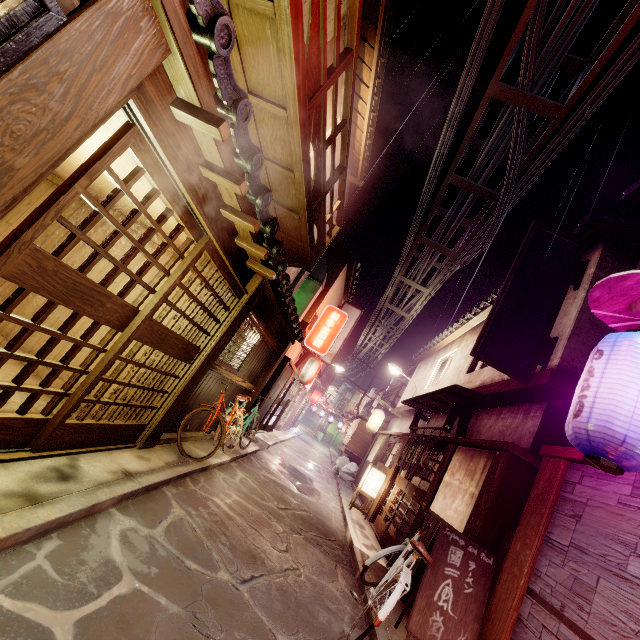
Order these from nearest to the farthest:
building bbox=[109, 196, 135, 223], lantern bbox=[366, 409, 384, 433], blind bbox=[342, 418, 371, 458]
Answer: building bbox=[109, 196, 135, 223], lantern bbox=[366, 409, 384, 433], blind bbox=[342, 418, 371, 458]

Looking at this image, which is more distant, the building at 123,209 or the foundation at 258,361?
the foundation at 258,361

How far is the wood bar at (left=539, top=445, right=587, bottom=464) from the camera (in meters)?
6.42

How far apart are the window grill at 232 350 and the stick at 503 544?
9.3 meters

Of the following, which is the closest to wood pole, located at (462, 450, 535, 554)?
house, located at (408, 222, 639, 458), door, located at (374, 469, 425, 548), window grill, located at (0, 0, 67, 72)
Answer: house, located at (408, 222, 639, 458)

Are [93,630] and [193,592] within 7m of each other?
yes

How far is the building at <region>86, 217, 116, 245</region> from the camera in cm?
1085

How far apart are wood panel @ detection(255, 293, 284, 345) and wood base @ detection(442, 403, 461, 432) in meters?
8.5 m
